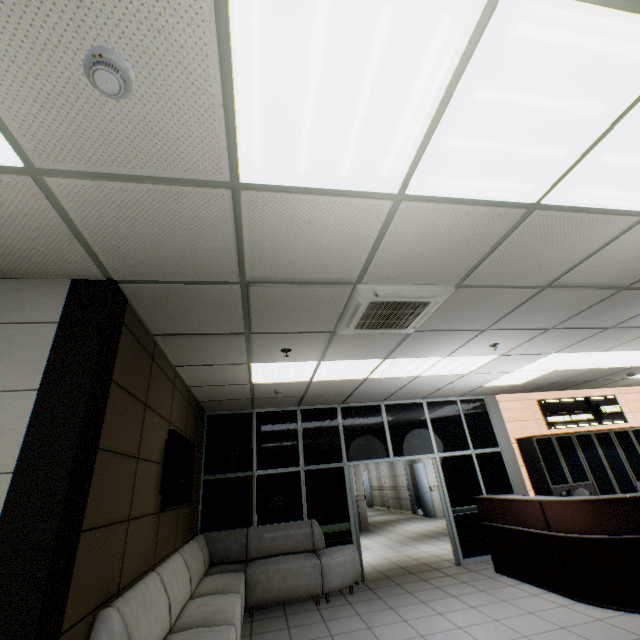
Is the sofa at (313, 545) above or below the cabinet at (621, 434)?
below

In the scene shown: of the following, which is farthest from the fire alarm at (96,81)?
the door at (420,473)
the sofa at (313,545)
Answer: the door at (420,473)

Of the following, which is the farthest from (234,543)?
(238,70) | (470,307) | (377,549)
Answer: (238,70)

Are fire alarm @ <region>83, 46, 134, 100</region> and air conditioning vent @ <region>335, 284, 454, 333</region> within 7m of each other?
yes

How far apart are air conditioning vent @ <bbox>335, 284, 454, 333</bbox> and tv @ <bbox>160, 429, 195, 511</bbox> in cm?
226

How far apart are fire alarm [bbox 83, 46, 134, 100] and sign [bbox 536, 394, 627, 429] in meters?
10.0

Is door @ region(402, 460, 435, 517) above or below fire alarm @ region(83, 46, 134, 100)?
below

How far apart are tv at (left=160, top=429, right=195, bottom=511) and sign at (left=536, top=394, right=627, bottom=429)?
8.2m
